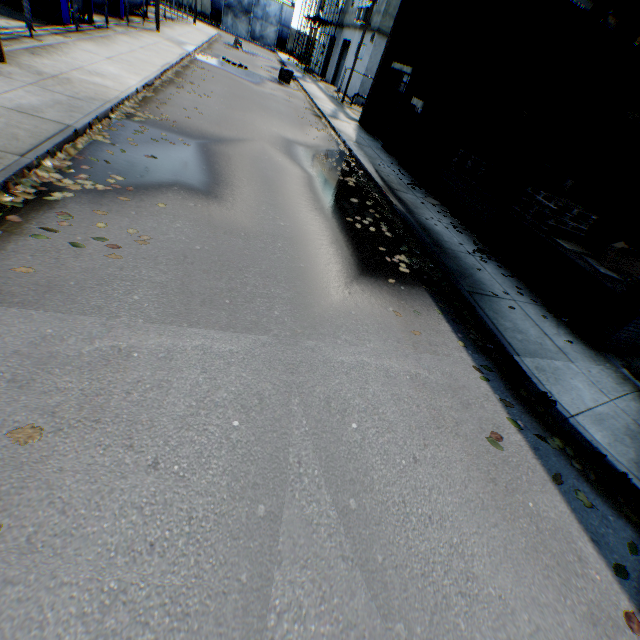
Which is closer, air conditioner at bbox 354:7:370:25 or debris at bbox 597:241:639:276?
debris at bbox 597:241:639:276

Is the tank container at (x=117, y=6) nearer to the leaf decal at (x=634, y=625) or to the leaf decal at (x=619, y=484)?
the leaf decal at (x=619, y=484)

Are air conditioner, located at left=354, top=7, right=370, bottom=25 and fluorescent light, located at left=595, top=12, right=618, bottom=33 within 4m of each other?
no

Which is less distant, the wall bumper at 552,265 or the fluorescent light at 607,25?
the wall bumper at 552,265

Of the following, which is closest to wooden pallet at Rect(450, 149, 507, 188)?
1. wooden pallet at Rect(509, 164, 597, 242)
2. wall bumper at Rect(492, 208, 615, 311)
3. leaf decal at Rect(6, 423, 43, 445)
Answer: wooden pallet at Rect(509, 164, 597, 242)

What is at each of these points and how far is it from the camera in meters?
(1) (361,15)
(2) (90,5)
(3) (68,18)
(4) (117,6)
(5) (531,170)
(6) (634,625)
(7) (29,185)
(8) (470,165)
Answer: (1) air conditioner, 25.8 m
(2) tank container, 14.1 m
(3) tank container, 12.4 m
(4) tank container, 18.8 m
(5) building, 8.7 m
(6) leaf decal, 2.9 m
(7) leaf decal, 4.7 m
(8) wooden pallet, 11.0 m

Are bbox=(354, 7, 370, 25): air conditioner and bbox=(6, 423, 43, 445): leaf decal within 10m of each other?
no

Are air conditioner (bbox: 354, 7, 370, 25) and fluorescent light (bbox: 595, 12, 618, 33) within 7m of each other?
no
